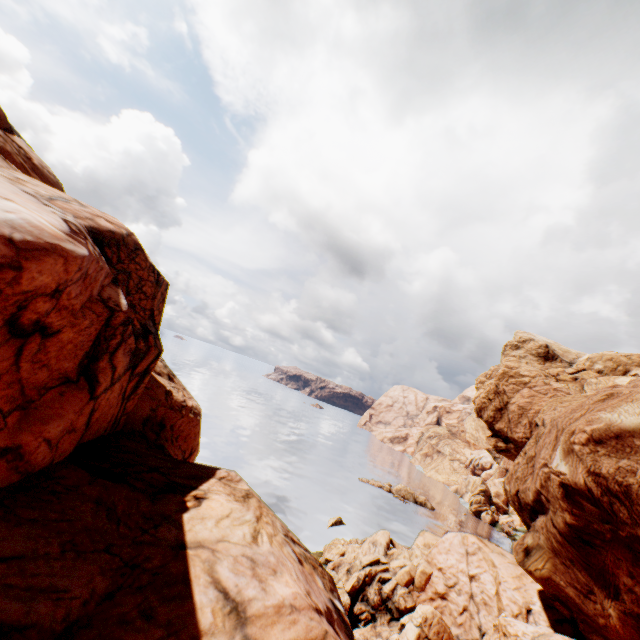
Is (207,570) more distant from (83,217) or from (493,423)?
(493,423)
